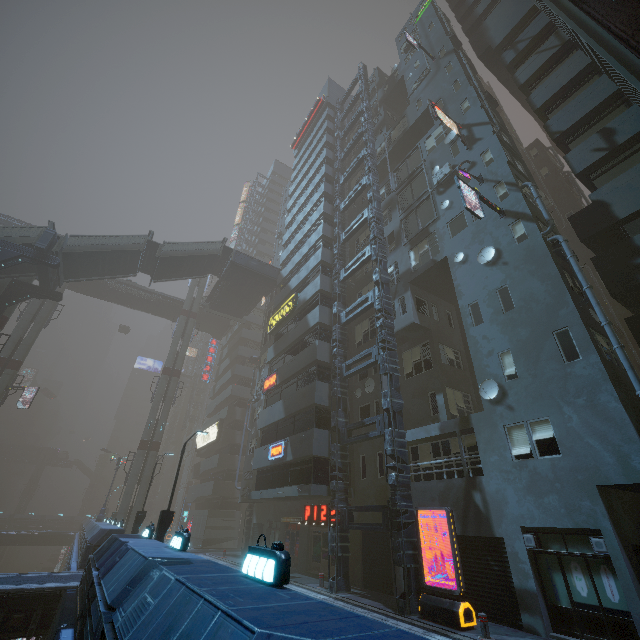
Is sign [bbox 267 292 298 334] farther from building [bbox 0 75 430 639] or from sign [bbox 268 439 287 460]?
sign [bbox 268 439 287 460]

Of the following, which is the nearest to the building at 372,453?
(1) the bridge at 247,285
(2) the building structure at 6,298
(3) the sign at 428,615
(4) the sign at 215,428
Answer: (4) the sign at 215,428

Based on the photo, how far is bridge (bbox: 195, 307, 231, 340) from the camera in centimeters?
4938cm

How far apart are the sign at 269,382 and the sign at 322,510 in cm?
847

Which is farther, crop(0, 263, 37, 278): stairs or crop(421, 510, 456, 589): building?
crop(0, 263, 37, 278): stairs

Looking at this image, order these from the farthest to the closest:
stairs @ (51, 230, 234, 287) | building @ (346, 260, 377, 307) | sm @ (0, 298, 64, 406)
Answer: sm @ (0, 298, 64, 406), stairs @ (51, 230, 234, 287), building @ (346, 260, 377, 307)

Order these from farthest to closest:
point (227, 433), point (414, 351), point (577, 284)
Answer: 1. point (227, 433)
2. point (414, 351)
3. point (577, 284)

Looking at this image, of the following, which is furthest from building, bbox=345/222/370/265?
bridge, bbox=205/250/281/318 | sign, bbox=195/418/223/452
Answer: bridge, bbox=205/250/281/318
